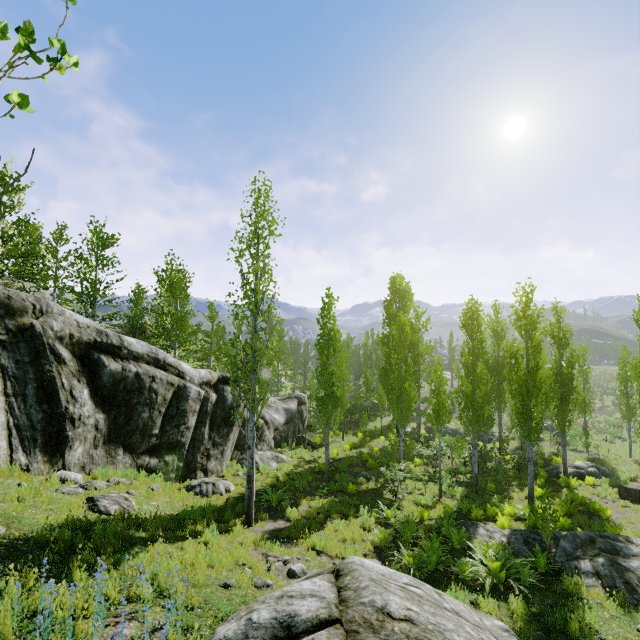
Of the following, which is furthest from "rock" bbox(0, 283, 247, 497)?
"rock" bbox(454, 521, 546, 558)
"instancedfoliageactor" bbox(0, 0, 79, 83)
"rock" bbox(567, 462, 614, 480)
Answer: "rock" bbox(567, 462, 614, 480)

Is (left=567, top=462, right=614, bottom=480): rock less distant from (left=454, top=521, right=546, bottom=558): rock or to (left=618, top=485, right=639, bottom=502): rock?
(left=618, top=485, right=639, bottom=502): rock

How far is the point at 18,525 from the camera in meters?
6.1

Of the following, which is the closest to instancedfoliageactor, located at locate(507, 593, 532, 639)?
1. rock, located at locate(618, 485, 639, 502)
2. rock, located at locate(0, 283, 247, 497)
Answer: rock, located at locate(0, 283, 247, 497)

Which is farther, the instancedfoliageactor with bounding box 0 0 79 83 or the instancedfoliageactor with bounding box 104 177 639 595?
the instancedfoliageactor with bounding box 104 177 639 595

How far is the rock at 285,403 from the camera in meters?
17.5

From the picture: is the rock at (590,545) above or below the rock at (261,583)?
below

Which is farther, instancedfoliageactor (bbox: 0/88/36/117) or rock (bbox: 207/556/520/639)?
rock (bbox: 207/556/520/639)
